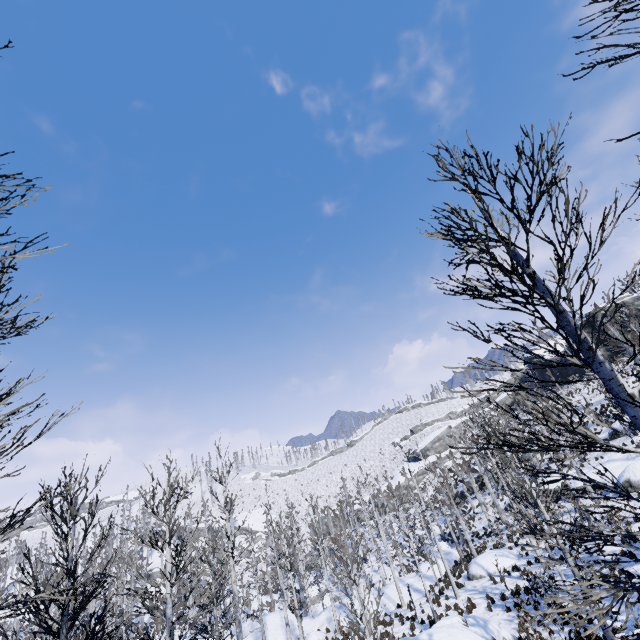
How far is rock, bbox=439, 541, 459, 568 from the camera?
31.06m

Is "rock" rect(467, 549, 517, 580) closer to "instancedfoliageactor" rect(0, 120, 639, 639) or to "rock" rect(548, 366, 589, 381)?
"instancedfoliageactor" rect(0, 120, 639, 639)

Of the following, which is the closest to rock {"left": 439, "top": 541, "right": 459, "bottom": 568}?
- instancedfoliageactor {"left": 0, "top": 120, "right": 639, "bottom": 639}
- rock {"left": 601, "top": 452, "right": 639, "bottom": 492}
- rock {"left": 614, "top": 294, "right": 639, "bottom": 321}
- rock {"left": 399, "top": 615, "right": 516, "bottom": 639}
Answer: instancedfoliageactor {"left": 0, "top": 120, "right": 639, "bottom": 639}

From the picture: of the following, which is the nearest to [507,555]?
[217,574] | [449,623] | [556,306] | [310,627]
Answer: [449,623]

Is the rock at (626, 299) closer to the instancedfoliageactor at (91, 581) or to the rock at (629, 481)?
the instancedfoliageactor at (91, 581)

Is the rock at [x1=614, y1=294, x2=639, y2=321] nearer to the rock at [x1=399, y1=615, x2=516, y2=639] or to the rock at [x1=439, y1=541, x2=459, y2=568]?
the rock at [x1=439, y1=541, x2=459, y2=568]

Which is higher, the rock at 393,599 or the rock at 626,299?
the rock at 626,299

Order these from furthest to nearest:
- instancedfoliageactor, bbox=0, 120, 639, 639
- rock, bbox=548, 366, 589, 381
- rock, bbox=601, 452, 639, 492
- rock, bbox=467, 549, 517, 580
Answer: rock, bbox=548, 366, 589, 381 → rock, bbox=467, 549, 517, 580 → rock, bbox=601, 452, 639, 492 → instancedfoliageactor, bbox=0, 120, 639, 639
